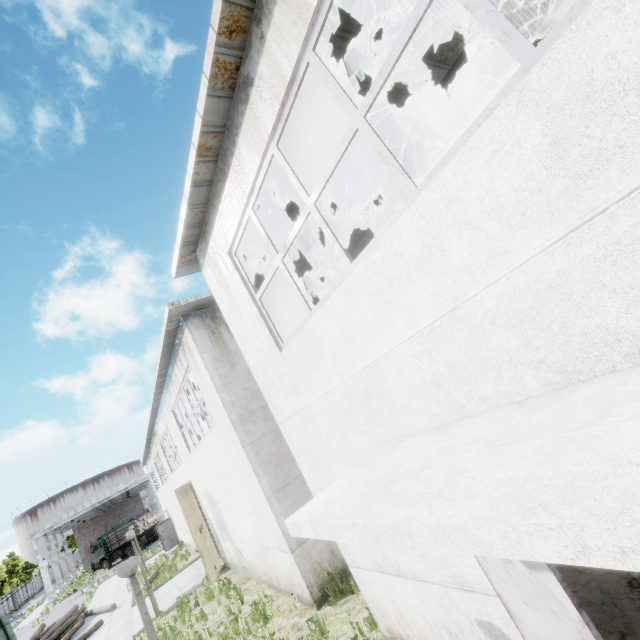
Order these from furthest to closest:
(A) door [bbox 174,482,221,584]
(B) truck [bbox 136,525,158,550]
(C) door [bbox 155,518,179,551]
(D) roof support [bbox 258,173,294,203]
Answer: (B) truck [bbox 136,525,158,550] → (C) door [bbox 155,518,179,551] → (A) door [bbox 174,482,221,584] → (D) roof support [bbox 258,173,294,203]

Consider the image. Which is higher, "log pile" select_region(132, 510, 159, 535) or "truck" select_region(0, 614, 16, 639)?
"log pile" select_region(132, 510, 159, 535)

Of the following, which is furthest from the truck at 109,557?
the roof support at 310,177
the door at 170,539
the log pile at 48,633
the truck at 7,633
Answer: the roof support at 310,177

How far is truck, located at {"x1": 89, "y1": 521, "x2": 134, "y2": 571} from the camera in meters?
39.9 m

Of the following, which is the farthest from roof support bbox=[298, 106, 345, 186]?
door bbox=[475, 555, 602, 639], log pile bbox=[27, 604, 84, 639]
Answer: log pile bbox=[27, 604, 84, 639]

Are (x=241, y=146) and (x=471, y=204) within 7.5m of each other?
yes

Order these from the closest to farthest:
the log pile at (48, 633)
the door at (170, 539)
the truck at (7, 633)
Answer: the log pile at (48, 633) → the truck at (7, 633) → the door at (170, 539)

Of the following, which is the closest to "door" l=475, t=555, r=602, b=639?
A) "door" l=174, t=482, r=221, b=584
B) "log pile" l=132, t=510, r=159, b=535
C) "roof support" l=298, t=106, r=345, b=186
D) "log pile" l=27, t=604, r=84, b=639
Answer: "roof support" l=298, t=106, r=345, b=186
